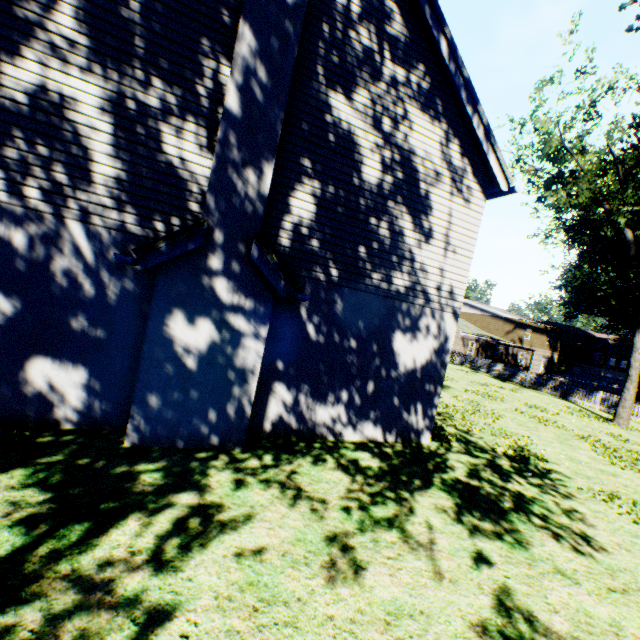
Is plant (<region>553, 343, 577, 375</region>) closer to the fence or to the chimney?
the fence

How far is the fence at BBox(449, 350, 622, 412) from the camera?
21.9m

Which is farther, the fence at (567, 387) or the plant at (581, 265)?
the fence at (567, 387)

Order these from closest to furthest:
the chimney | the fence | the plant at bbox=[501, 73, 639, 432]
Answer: the chimney → the plant at bbox=[501, 73, 639, 432] → the fence

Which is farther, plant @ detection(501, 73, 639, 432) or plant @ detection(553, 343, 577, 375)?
plant @ detection(553, 343, 577, 375)

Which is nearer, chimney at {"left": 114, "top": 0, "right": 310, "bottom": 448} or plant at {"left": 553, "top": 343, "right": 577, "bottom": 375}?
chimney at {"left": 114, "top": 0, "right": 310, "bottom": 448}

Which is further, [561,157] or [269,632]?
[561,157]

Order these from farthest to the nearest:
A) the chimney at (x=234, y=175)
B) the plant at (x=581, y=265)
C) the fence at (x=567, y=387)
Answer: the fence at (x=567, y=387)
the plant at (x=581, y=265)
the chimney at (x=234, y=175)
